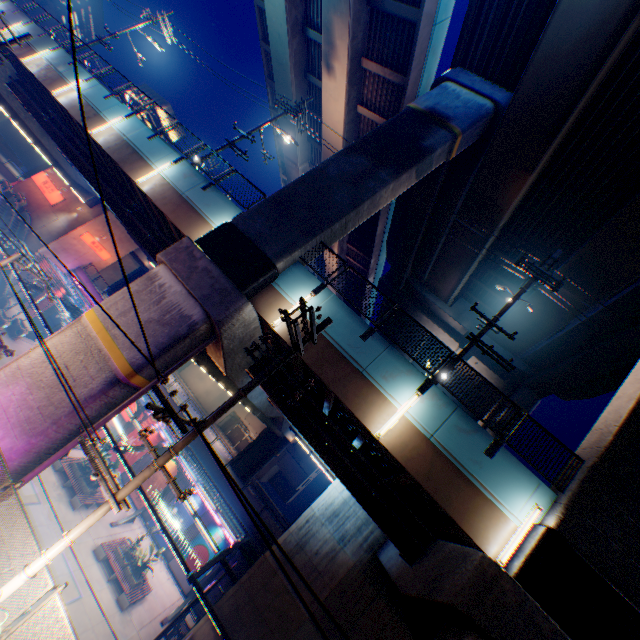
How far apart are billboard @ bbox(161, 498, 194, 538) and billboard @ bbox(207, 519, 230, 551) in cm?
83

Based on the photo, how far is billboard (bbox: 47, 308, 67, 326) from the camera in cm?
3522

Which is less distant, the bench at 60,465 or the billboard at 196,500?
the bench at 60,465

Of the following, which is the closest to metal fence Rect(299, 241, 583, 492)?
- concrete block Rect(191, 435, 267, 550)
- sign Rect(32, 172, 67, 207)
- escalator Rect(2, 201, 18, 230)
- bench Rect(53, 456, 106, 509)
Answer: concrete block Rect(191, 435, 267, 550)

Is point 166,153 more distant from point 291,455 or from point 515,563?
point 291,455

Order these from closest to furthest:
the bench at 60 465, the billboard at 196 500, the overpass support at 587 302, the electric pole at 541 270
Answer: the electric pole at 541 270 → the overpass support at 587 302 → the bench at 60 465 → the billboard at 196 500

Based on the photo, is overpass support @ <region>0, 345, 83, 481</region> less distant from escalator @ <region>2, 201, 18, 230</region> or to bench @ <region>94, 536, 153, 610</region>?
escalator @ <region>2, 201, 18, 230</region>
